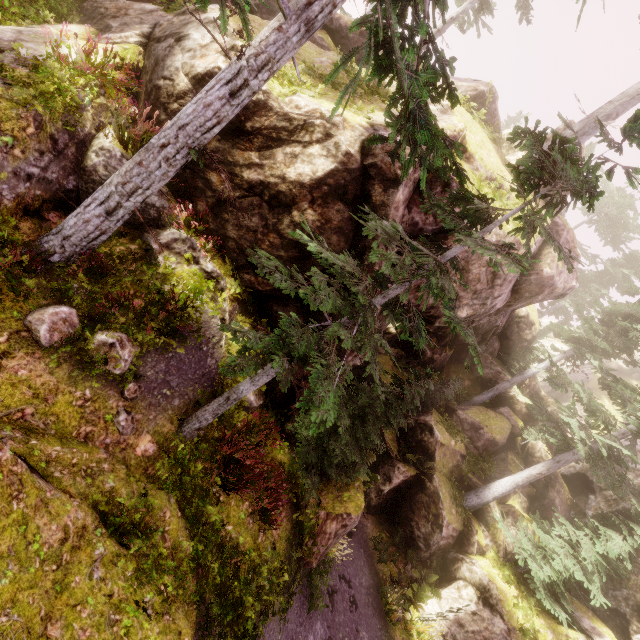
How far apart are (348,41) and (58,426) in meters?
16.9 m

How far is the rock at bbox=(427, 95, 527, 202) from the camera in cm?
889

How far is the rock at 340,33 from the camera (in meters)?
9.70

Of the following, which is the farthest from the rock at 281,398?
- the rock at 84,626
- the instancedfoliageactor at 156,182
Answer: the rock at 84,626

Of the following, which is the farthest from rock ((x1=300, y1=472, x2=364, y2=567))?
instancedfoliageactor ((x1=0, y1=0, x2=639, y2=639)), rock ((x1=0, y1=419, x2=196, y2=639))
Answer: rock ((x1=0, y1=419, x2=196, y2=639))

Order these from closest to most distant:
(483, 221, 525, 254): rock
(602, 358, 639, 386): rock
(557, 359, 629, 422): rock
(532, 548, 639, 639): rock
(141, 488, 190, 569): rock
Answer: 1. (141, 488, 190, 569): rock
2. (483, 221, 525, 254): rock
3. (532, 548, 639, 639): rock
4. (557, 359, 629, 422): rock
5. (602, 358, 639, 386): rock
